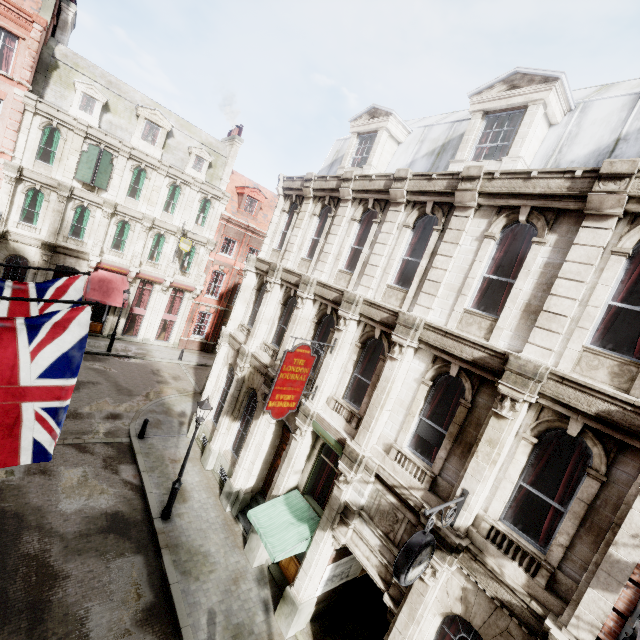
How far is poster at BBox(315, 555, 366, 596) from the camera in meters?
9.9 m

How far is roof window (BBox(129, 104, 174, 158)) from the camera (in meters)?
22.99

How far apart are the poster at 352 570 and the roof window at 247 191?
27.05m

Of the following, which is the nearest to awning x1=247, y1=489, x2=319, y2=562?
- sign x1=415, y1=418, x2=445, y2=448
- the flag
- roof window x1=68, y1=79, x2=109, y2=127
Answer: sign x1=415, y1=418, x2=445, y2=448

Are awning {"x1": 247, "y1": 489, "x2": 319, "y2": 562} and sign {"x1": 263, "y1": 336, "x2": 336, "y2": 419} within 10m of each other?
yes

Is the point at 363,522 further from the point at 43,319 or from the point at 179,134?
the point at 179,134

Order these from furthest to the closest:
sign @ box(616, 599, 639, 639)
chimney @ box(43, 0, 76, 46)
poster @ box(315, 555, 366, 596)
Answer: chimney @ box(43, 0, 76, 46)
poster @ box(315, 555, 366, 596)
sign @ box(616, 599, 639, 639)

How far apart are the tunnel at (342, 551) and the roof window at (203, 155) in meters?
26.7 m
